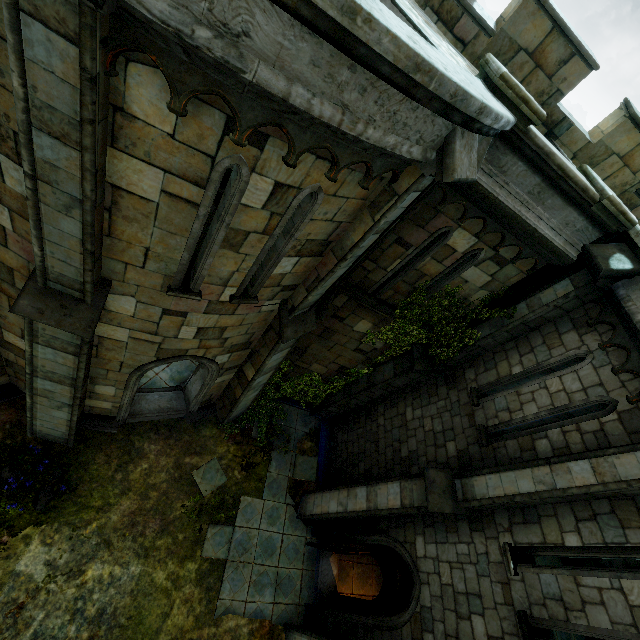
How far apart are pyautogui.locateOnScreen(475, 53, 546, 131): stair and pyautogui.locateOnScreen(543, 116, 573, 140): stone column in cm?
409

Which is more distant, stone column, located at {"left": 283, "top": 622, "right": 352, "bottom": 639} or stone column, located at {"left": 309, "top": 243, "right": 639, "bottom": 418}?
stone column, located at {"left": 283, "top": 622, "right": 352, "bottom": 639}

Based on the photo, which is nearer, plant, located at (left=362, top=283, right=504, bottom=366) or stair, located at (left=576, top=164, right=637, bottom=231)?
stair, located at (left=576, top=164, right=637, bottom=231)

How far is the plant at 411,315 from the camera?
7.81m

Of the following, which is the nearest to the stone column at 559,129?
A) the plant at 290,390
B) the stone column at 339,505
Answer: the stone column at 339,505

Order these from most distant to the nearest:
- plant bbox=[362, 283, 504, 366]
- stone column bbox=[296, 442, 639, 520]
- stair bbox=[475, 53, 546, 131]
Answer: plant bbox=[362, 283, 504, 366]
stone column bbox=[296, 442, 639, 520]
stair bbox=[475, 53, 546, 131]

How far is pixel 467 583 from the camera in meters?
6.3 m

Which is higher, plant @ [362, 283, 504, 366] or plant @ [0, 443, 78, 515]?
plant @ [362, 283, 504, 366]
